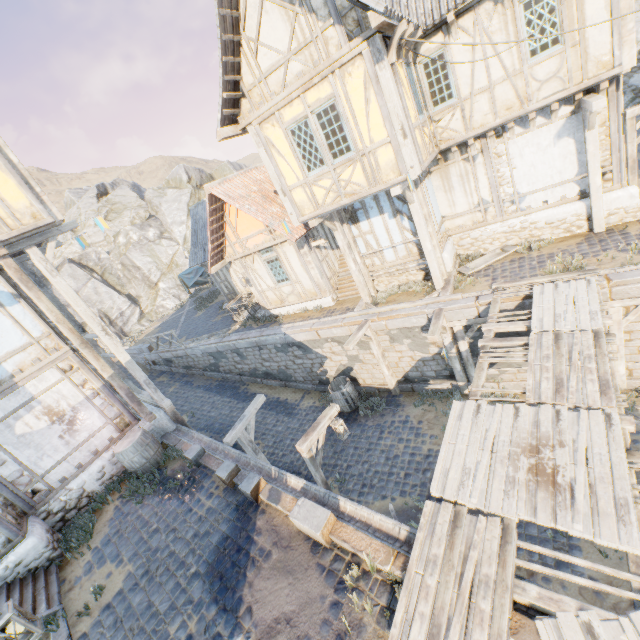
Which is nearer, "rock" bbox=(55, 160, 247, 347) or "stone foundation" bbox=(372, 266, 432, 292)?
"stone foundation" bbox=(372, 266, 432, 292)

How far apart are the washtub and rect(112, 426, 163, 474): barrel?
11.1m

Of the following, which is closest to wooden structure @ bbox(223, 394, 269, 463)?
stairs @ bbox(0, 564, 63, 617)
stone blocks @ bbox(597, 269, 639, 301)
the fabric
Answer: stone blocks @ bbox(597, 269, 639, 301)

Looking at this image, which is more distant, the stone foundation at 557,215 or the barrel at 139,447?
the stone foundation at 557,215

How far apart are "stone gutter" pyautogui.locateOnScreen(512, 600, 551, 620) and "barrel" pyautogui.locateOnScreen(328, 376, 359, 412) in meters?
8.6

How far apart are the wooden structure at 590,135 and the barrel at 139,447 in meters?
14.2 m

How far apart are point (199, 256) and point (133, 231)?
27.04m

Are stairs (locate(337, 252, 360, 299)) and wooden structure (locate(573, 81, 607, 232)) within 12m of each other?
yes
